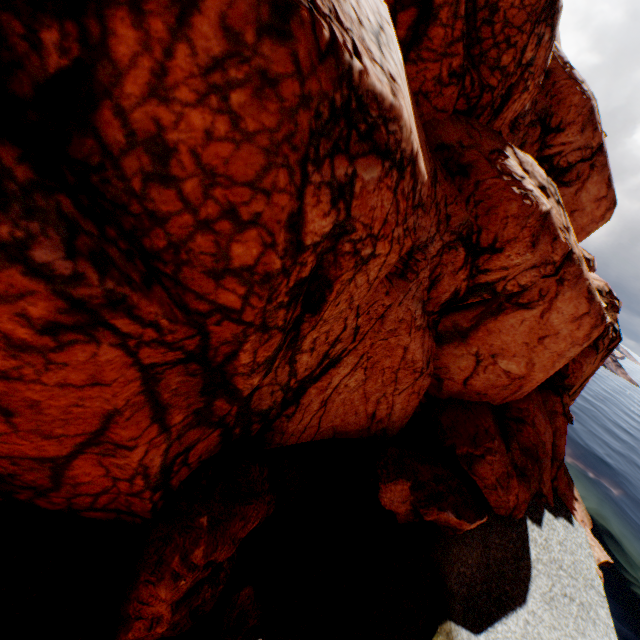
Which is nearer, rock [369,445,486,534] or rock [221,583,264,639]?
rock [221,583,264,639]

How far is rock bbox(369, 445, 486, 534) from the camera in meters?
12.4

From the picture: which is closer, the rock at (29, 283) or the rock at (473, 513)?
the rock at (29, 283)

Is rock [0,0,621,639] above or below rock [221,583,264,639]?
above

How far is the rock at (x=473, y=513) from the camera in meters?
12.4 m

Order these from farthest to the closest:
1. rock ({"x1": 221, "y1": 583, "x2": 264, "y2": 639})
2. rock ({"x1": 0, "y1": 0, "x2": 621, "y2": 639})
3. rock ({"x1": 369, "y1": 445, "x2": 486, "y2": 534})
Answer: rock ({"x1": 369, "y1": 445, "x2": 486, "y2": 534}) < rock ({"x1": 221, "y1": 583, "x2": 264, "y2": 639}) < rock ({"x1": 0, "y1": 0, "x2": 621, "y2": 639})

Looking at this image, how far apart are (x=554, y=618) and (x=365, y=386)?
15.5 meters
